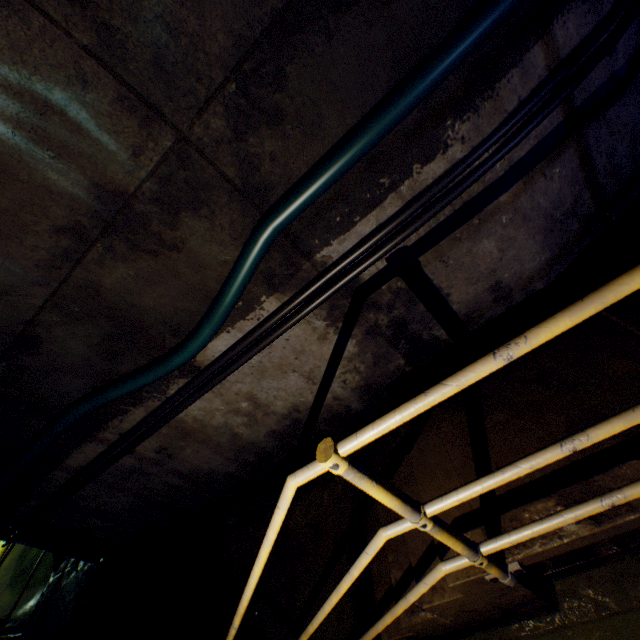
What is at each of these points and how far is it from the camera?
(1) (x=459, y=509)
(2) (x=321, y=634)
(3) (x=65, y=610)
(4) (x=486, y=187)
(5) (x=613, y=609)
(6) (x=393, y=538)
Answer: (1) stairs, 1.8m
(2) building tunnel, 2.6m
(3) walkway, 4.0m
(4) building tunnel, 1.9m
(5) building tunnel, 1.7m
(6) stairs, 2.2m

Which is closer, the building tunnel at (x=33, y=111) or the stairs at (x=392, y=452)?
the building tunnel at (x=33, y=111)

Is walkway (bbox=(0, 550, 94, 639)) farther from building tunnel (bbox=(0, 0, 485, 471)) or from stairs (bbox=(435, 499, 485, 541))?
stairs (bbox=(435, 499, 485, 541))

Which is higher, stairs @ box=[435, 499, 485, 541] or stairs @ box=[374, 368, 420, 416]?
stairs @ box=[374, 368, 420, 416]

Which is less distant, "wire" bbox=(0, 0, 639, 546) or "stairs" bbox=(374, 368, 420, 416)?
"wire" bbox=(0, 0, 639, 546)

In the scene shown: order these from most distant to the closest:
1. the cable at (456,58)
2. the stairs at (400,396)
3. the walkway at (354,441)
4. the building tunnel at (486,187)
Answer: the stairs at (400,396), the building tunnel at (486,187), the cable at (456,58), the walkway at (354,441)

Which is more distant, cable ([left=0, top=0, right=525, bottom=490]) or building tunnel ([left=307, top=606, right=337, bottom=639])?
building tunnel ([left=307, top=606, right=337, bottom=639])

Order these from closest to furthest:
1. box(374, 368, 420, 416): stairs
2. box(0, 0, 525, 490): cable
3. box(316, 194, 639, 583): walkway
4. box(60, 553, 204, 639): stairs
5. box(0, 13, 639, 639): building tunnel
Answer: box(316, 194, 639, 583): walkway → box(0, 0, 525, 490): cable → box(0, 13, 639, 639): building tunnel → box(374, 368, 420, 416): stairs → box(60, 553, 204, 639): stairs
